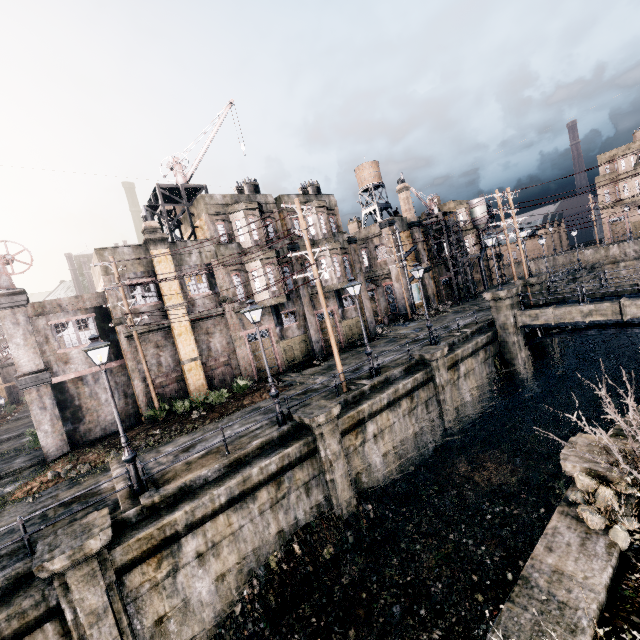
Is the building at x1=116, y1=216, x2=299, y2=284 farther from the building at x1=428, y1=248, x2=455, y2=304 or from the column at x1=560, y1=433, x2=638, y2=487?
the building at x1=428, y1=248, x2=455, y2=304

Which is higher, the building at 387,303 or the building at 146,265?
the building at 146,265

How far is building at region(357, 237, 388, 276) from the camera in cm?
3959

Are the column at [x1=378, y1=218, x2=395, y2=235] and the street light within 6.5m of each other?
no

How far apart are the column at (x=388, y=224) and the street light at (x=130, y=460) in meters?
32.1

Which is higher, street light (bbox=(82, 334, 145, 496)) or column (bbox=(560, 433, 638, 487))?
street light (bbox=(82, 334, 145, 496))

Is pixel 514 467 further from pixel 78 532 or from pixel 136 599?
pixel 78 532

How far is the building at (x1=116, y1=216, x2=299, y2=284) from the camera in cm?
1964
